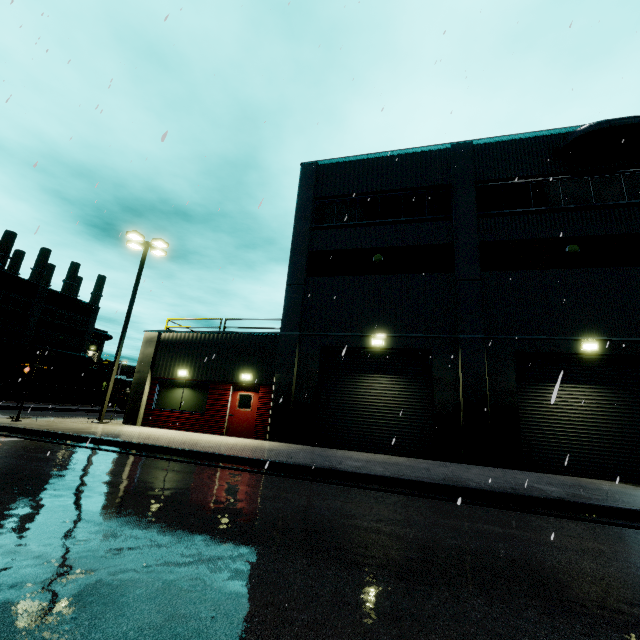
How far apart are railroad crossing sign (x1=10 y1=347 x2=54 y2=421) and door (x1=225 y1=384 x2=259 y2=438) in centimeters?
686cm

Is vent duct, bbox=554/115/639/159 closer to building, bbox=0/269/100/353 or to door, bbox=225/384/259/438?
building, bbox=0/269/100/353

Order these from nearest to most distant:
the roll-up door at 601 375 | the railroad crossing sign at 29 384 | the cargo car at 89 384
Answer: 1. the roll-up door at 601 375
2. the railroad crossing sign at 29 384
3. the cargo car at 89 384

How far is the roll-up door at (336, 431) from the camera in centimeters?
1318cm

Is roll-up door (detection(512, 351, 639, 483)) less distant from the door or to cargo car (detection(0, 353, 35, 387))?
the door

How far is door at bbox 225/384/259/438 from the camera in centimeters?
1479cm

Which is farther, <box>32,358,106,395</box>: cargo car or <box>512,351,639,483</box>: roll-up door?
<box>32,358,106,395</box>: cargo car

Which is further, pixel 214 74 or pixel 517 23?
pixel 214 74
